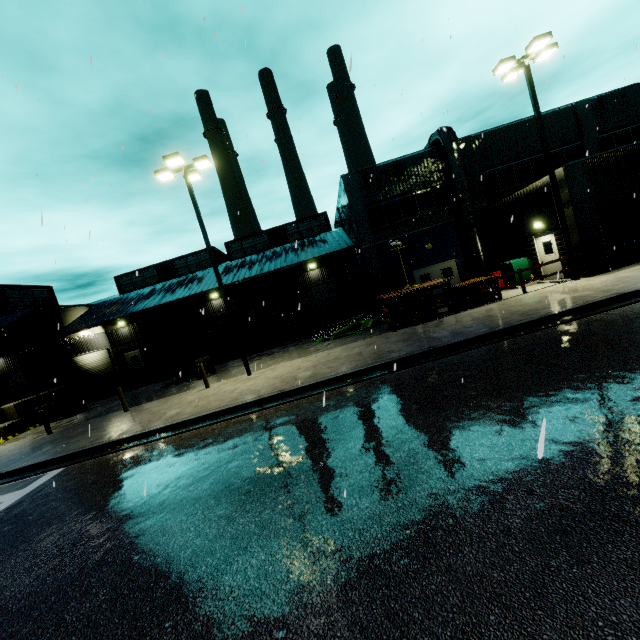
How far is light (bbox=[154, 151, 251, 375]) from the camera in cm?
1340

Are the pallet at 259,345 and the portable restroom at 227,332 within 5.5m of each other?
yes

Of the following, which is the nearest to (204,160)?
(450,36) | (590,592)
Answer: (450,36)

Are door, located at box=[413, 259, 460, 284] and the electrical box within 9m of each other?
yes

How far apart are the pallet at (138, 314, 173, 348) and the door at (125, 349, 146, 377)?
5.0 meters

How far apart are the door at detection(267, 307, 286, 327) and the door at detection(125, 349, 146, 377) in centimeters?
1269cm

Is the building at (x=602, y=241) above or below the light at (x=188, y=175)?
below

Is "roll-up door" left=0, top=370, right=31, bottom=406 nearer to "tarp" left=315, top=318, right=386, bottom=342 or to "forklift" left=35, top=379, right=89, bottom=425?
"forklift" left=35, top=379, right=89, bottom=425
